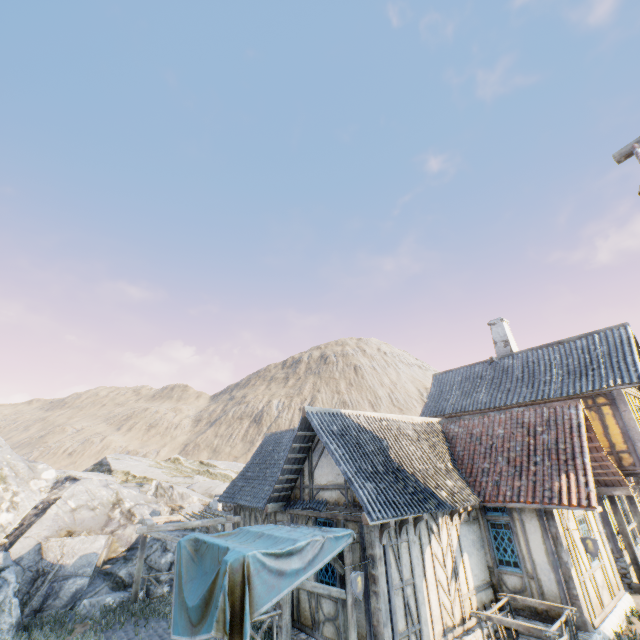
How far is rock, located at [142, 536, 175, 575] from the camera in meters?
14.5 m

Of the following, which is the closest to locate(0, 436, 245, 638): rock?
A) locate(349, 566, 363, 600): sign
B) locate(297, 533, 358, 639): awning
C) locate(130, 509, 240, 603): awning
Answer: locate(130, 509, 240, 603): awning

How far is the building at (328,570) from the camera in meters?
8.7

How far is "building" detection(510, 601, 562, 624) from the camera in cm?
885

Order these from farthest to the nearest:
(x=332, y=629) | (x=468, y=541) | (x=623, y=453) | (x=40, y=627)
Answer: (x=623, y=453)
(x=40, y=627)
(x=468, y=541)
(x=332, y=629)

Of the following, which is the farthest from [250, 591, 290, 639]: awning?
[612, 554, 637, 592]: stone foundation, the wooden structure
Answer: the wooden structure

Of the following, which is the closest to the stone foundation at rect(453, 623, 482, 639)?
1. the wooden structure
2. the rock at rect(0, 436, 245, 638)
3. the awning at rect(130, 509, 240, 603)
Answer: the awning at rect(130, 509, 240, 603)

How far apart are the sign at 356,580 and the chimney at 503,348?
15.0 meters
